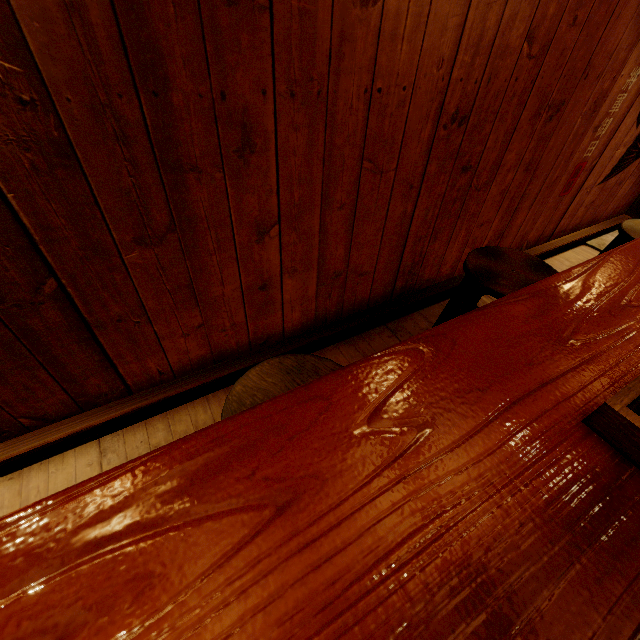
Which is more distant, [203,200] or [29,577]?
[203,200]

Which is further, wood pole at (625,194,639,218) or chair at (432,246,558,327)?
wood pole at (625,194,639,218)

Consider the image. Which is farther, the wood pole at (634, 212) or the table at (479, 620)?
the wood pole at (634, 212)

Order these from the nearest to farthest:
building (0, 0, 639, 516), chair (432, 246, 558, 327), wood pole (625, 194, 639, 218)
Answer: building (0, 0, 639, 516), chair (432, 246, 558, 327), wood pole (625, 194, 639, 218)

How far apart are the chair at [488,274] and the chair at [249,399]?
1.67m

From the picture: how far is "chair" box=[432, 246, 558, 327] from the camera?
2.92m

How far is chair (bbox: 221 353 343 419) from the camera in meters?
1.9

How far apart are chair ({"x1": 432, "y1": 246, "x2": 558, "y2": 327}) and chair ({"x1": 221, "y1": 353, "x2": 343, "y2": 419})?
1.7 meters
